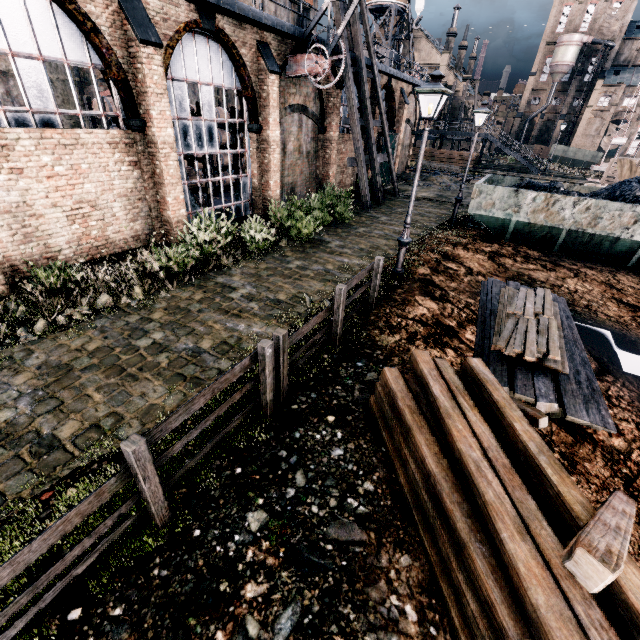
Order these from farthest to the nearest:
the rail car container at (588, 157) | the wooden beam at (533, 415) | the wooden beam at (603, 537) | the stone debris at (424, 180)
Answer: the rail car container at (588, 157) < the stone debris at (424, 180) < the wooden beam at (533, 415) < the wooden beam at (603, 537)

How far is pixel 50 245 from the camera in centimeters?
1002cm

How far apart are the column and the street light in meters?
21.2 m

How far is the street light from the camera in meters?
8.1

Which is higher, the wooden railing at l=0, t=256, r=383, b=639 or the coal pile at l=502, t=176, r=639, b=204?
the coal pile at l=502, t=176, r=639, b=204

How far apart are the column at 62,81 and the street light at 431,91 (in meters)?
21.20

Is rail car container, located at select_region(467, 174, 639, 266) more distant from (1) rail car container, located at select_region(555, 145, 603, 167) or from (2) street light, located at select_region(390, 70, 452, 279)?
(1) rail car container, located at select_region(555, 145, 603, 167)

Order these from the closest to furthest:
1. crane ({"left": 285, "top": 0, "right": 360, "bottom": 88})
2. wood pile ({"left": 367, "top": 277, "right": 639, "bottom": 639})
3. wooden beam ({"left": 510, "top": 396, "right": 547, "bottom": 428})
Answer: wood pile ({"left": 367, "top": 277, "right": 639, "bottom": 639}) < wooden beam ({"left": 510, "top": 396, "right": 547, "bottom": 428}) < crane ({"left": 285, "top": 0, "right": 360, "bottom": 88})
